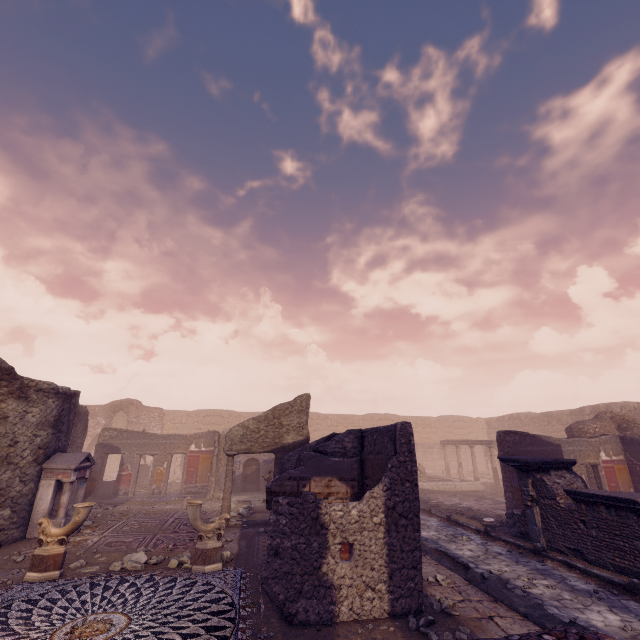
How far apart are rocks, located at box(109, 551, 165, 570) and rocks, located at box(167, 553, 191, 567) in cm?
27

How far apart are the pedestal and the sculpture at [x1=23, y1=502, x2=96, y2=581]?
14.2 meters

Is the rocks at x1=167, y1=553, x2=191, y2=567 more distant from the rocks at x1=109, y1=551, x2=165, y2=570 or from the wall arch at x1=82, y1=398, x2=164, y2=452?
the wall arch at x1=82, y1=398, x2=164, y2=452

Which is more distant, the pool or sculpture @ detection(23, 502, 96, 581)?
the pool

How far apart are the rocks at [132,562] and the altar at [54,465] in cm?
277

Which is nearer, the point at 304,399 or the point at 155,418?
the point at 304,399

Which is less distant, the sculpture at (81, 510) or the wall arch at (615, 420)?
the sculpture at (81, 510)

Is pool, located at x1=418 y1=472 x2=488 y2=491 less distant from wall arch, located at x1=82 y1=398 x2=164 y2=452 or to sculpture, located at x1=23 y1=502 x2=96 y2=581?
sculpture, located at x1=23 y1=502 x2=96 y2=581
